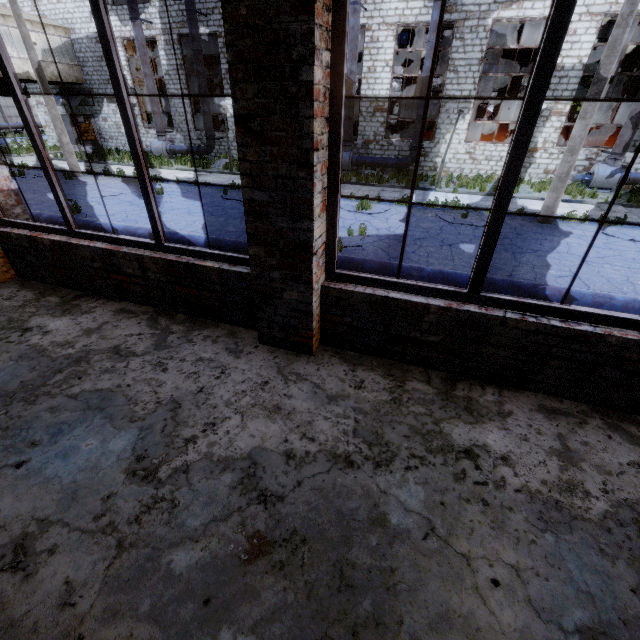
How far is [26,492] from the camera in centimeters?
203cm

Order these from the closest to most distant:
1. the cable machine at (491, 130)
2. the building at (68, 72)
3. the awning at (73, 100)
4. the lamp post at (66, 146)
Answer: the lamp post at (66, 146) → the cable machine at (491, 130) → the building at (68, 72) → the awning at (73, 100)

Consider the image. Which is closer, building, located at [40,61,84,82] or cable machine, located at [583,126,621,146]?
cable machine, located at [583,126,621,146]

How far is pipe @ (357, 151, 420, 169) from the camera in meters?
18.1 m

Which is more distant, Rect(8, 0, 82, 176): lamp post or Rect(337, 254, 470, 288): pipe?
Rect(8, 0, 82, 176): lamp post

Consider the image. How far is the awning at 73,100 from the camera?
23.10m

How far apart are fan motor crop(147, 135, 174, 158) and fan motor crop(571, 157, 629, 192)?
24.8m

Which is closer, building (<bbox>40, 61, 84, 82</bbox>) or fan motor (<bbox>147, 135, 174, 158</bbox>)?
building (<bbox>40, 61, 84, 82</bbox>)
